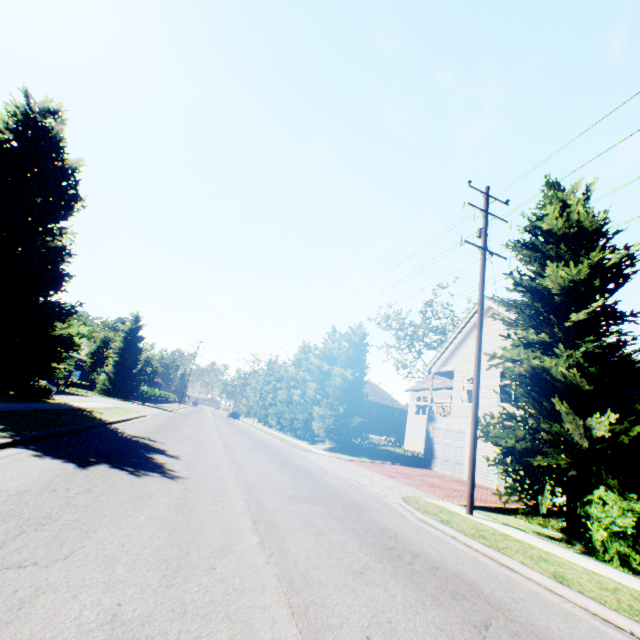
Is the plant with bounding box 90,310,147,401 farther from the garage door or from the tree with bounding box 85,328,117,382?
the garage door

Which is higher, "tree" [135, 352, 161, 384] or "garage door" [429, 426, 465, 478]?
"tree" [135, 352, 161, 384]

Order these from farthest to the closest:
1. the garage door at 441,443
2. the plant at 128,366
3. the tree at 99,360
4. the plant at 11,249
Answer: the tree at 99,360
the plant at 128,366
the garage door at 441,443
the plant at 11,249

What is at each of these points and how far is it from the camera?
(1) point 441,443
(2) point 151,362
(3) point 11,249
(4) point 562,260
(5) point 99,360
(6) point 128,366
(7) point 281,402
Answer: (1) garage door, 21.2m
(2) tree, 43.8m
(3) plant, 13.9m
(4) tree, 10.9m
(5) tree, 40.7m
(6) plant, 36.6m
(7) tree, 46.2m

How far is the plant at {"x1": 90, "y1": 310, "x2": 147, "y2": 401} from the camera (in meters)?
34.84

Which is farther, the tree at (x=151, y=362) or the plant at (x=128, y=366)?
the tree at (x=151, y=362)

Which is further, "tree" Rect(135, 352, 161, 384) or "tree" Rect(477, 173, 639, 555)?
"tree" Rect(135, 352, 161, 384)
